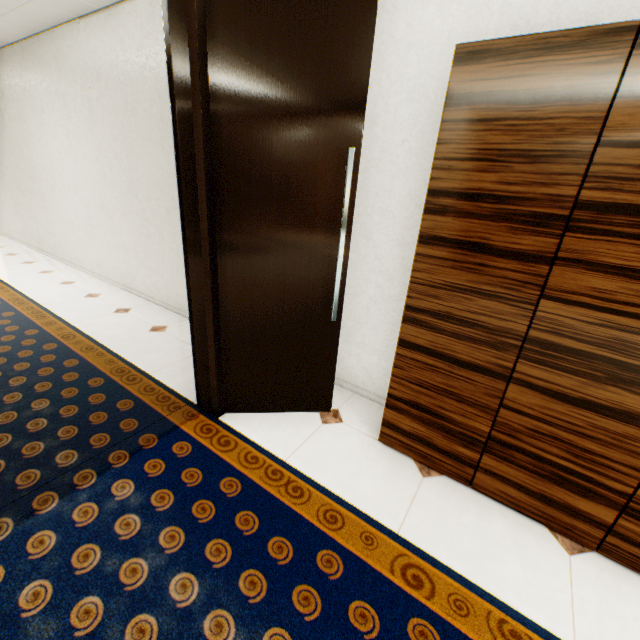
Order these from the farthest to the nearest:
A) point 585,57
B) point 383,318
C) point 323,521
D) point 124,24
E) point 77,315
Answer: point 77,315
point 124,24
point 383,318
point 323,521
point 585,57
